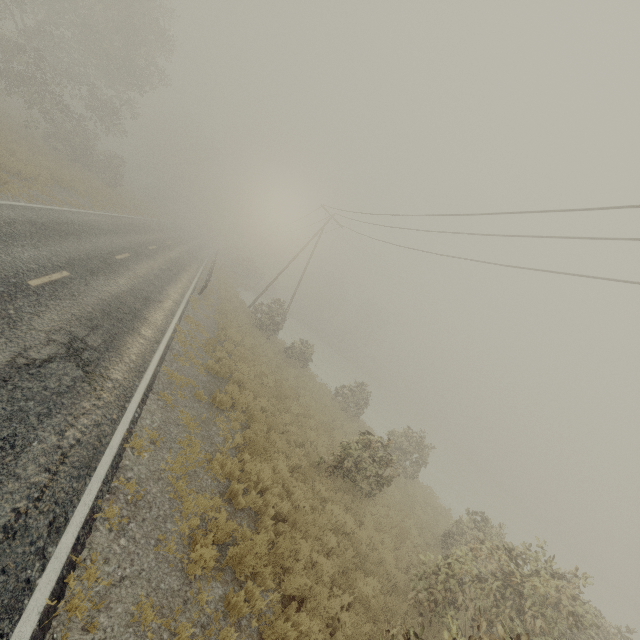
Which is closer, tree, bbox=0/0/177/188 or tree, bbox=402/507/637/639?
tree, bbox=402/507/637/639

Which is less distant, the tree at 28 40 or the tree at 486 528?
the tree at 486 528

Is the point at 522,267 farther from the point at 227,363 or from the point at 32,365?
the point at 32,365
